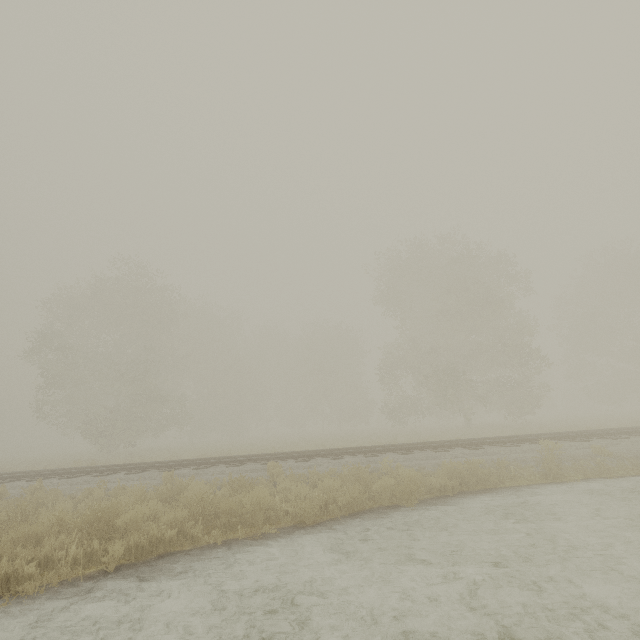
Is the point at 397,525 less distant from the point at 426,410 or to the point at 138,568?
the point at 138,568

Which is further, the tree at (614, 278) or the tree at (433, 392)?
the tree at (614, 278)

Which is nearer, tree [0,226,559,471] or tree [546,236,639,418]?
tree [0,226,559,471]
